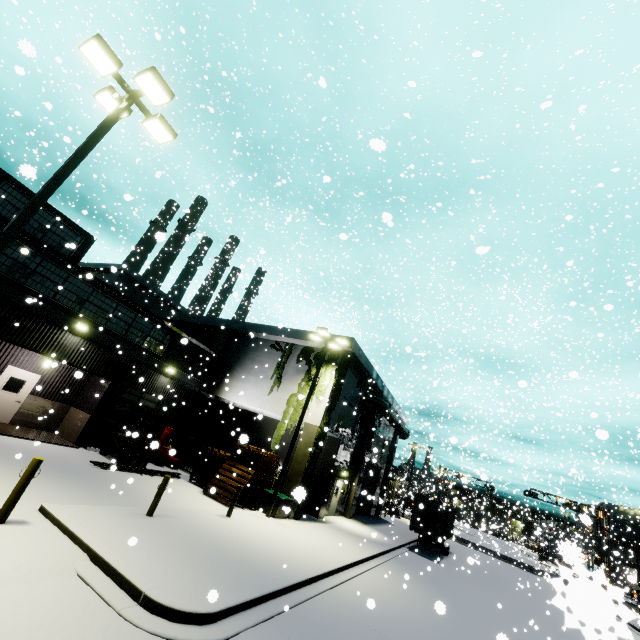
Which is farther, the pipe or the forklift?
the pipe

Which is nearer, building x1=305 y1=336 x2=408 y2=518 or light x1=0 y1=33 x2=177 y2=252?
light x1=0 y1=33 x2=177 y2=252

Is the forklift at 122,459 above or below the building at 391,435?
below

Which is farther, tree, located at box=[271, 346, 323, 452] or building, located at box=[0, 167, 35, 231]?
tree, located at box=[271, 346, 323, 452]

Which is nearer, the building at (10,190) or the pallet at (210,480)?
the building at (10,190)

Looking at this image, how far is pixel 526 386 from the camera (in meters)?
6.82

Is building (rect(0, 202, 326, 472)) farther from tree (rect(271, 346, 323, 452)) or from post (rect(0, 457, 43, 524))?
post (rect(0, 457, 43, 524))

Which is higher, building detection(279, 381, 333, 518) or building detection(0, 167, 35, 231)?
building detection(0, 167, 35, 231)
